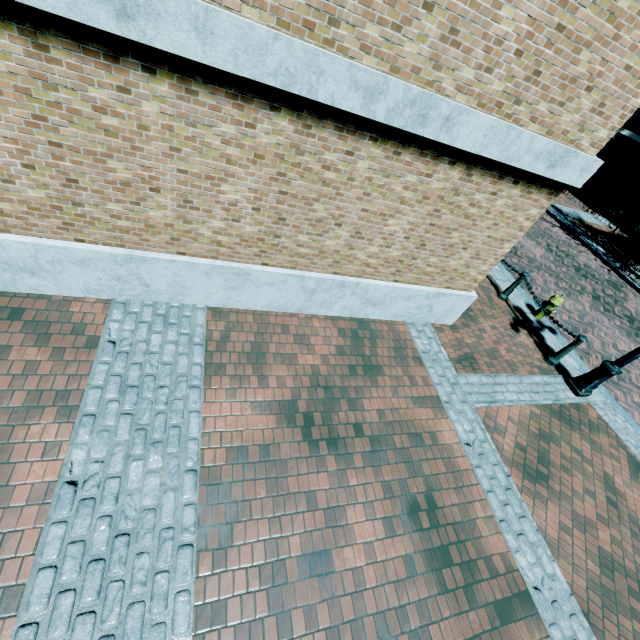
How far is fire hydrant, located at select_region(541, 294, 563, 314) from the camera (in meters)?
7.71

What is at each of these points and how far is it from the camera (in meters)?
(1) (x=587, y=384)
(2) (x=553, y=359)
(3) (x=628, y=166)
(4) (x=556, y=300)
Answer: (1) light, 6.41
(2) chain link post, 6.97
(3) building, 18.39
(4) fire hydrant, 7.72

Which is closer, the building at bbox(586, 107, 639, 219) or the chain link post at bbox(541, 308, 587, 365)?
the chain link post at bbox(541, 308, 587, 365)

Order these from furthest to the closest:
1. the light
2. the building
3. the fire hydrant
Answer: the building, the fire hydrant, the light

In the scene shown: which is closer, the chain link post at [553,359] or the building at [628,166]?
the chain link post at [553,359]

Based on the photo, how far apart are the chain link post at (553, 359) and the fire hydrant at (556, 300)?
1.3 meters

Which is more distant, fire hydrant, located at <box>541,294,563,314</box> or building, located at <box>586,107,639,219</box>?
building, located at <box>586,107,639,219</box>

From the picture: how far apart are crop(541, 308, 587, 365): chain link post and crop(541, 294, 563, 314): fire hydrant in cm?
126
